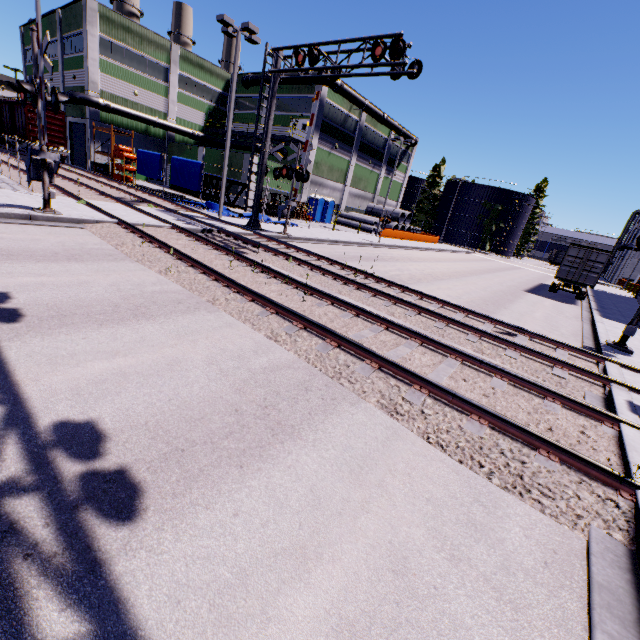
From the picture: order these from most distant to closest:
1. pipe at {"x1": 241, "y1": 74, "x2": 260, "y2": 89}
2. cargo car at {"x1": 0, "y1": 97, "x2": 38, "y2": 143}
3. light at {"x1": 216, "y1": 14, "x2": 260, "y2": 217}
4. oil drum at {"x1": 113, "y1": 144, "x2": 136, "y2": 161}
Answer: → pipe at {"x1": 241, "y1": 74, "x2": 260, "y2": 89} < cargo car at {"x1": 0, "y1": 97, "x2": 38, "y2": 143} < oil drum at {"x1": 113, "y1": 144, "x2": 136, "y2": 161} < light at {"x1": 216, "y1": 14, "x2": 260, "y2": 217}

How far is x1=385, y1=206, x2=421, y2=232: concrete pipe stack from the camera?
44.1 meters

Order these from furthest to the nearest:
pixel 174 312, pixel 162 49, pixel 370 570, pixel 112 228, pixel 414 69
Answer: pixel 162 49, pixel 414 69, pixel 112 228, pixel 174 312, pixel 370 570

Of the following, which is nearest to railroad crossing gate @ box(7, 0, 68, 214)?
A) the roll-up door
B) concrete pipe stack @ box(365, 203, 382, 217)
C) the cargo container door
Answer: the cargo container door

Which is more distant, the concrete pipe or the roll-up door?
the concrete pipe

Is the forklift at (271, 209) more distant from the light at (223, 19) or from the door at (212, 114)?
the door at (212, 114)

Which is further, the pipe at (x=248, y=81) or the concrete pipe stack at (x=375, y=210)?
the concrete pipe stack at (x=375, y=210)

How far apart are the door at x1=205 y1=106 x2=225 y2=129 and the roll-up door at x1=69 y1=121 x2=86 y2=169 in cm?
1297
